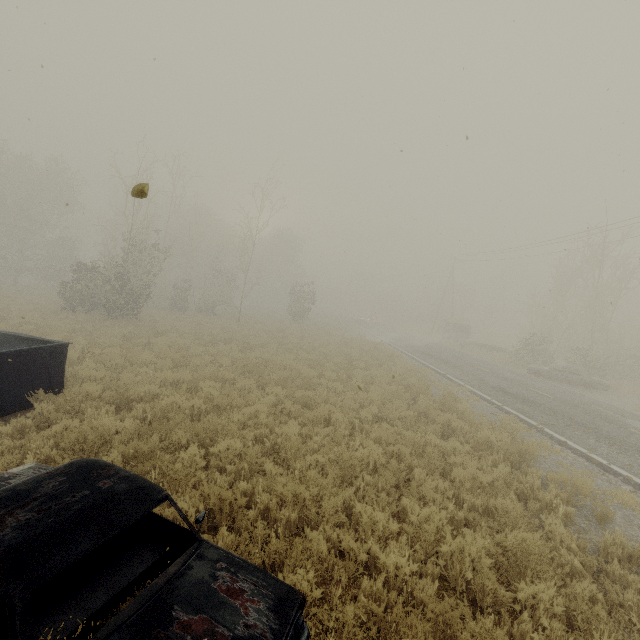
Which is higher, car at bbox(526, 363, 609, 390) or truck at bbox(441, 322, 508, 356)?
truck at bbox(441, 322, 508, 356)

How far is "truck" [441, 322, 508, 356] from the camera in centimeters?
3189cm

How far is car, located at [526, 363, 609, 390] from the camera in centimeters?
1959cm

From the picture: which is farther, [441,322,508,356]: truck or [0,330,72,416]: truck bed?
[441,322,508,356]: truck

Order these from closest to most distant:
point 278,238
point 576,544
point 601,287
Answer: point 576,544, point 601,287, point 278,238

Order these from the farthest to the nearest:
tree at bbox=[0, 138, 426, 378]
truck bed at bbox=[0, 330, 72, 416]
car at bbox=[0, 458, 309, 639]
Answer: tree at bbox=[0, 138, 426, 378], truck bed at bbox=[0, 330, 72, 416], car at bbox=[0, 458, 309, 639]

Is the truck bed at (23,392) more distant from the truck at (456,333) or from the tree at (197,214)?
the truck at (456,333)
